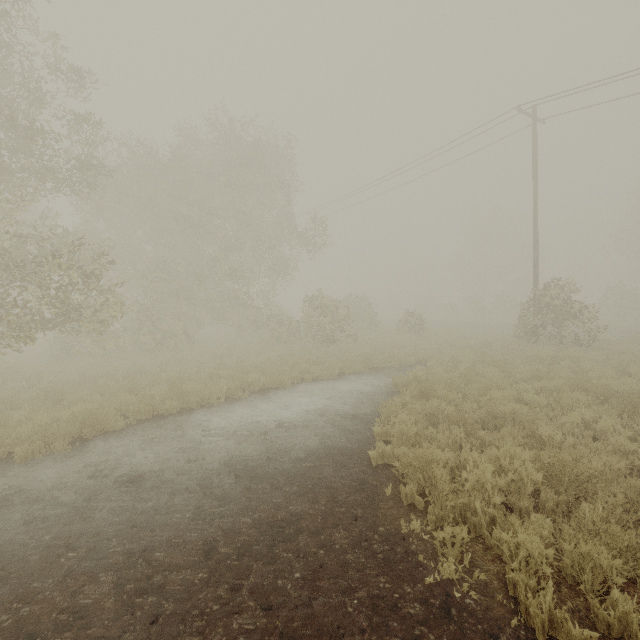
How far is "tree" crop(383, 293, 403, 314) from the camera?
55.3 meters

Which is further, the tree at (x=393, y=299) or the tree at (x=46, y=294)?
the tree at (x=393, y=299)

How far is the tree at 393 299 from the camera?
55.31m

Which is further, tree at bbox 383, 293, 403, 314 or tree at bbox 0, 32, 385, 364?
tree at bbox 383, 293, 403, 314

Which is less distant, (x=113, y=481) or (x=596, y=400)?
(x=113, y=481)
